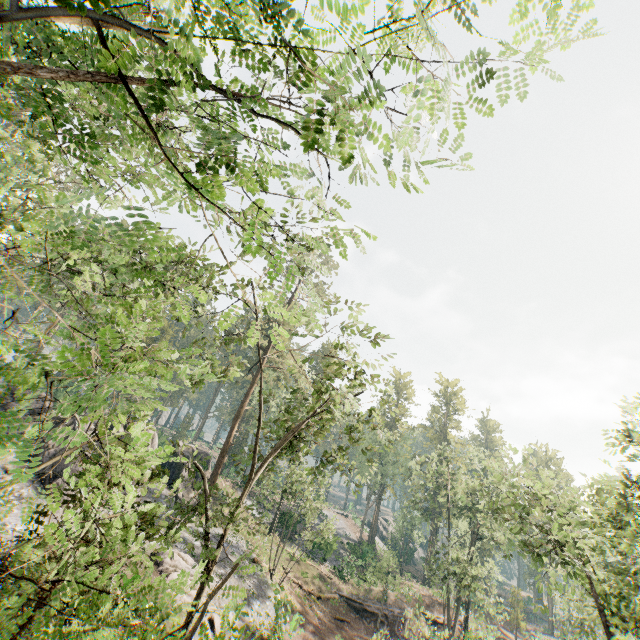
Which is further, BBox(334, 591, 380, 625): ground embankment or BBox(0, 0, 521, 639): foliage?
BBox(334, 591, 380, 625): ground embankment

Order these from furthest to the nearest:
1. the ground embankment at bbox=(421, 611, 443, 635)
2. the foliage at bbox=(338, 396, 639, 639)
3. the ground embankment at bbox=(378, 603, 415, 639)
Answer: the ground embankment at bbox=(421, 611, 443, 635)
the ground embankment at bbox=(378, 603, 415, 639)
the foliage at bbox=(338, 396, 639, 639)

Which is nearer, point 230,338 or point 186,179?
point 186,179

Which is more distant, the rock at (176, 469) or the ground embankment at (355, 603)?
the rock at (176, 469)

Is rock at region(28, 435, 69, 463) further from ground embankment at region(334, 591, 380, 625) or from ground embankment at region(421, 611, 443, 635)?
ground embankment at region(421, 611, 443, 635)

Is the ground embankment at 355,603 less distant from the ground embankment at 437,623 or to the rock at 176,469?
the ground embankment at 437,623

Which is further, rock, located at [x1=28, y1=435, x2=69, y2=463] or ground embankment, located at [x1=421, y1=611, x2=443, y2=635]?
ground embankment, located at [x1=421, y1=611, x2=443, y2=635]

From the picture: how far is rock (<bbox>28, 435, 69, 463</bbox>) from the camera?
23.2m
